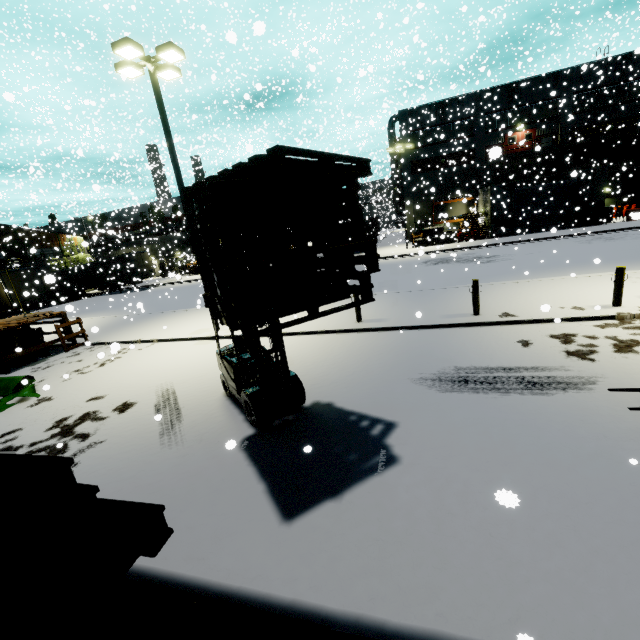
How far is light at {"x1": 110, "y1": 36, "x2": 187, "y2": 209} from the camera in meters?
10.0 m

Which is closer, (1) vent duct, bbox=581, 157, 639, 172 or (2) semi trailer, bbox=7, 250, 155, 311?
(2) semi trailer, bbox=7, 250, 155, 311

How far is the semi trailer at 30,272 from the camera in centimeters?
2477cm

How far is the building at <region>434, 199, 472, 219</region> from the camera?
37.8 meters

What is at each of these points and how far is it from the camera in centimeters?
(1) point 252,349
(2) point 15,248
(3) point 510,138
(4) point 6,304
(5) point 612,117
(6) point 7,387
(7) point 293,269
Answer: (1) forklift, 675cm
(2) tree, 3750cm
(3) door, 3491cm
(4) semi trailer, 2448cm
(5) building, 3212cm
(6) tarp, 1032cm
(7) pallet, 405cm

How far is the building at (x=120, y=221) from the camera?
38.28m

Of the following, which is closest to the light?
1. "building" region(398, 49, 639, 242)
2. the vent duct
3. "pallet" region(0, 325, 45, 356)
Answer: "building" region(398, 49, 639, 242)

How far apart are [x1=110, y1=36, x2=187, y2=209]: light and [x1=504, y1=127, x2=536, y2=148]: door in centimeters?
3566cm
